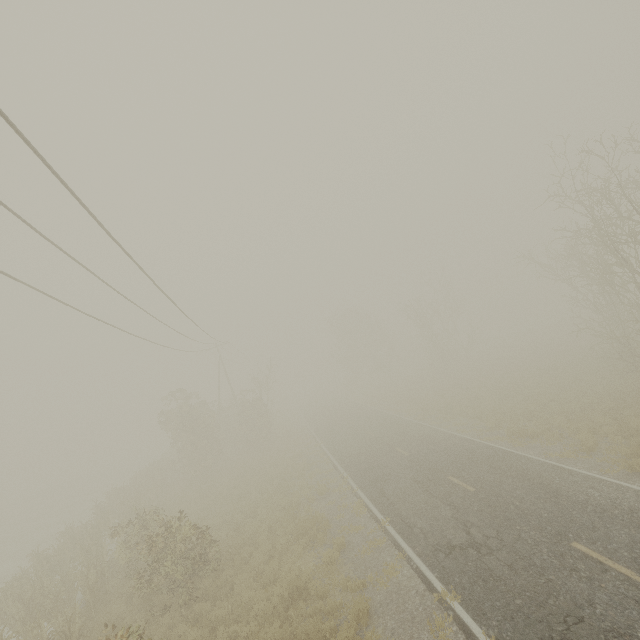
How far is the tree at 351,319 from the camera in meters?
52.2 m

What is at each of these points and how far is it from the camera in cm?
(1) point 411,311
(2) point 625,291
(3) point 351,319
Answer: (1) tree, 3969
(2) tree, 1773
(3) tree, 5312

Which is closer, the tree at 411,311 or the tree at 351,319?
the tree at 411,311

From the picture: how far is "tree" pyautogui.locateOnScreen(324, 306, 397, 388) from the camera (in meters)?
52.19

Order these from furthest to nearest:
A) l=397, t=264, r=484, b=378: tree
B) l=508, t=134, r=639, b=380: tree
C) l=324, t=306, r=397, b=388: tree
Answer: l=324, t=306, r=397, b=388: tree < l=397, t=264, r=484, b=378: tree < l=508, t=134, r=639, b=380: tree

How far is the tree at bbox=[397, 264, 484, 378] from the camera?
40.2m

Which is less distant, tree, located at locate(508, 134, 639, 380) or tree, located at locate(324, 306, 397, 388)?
tree, located at locate(508, 134, 639, 380)
